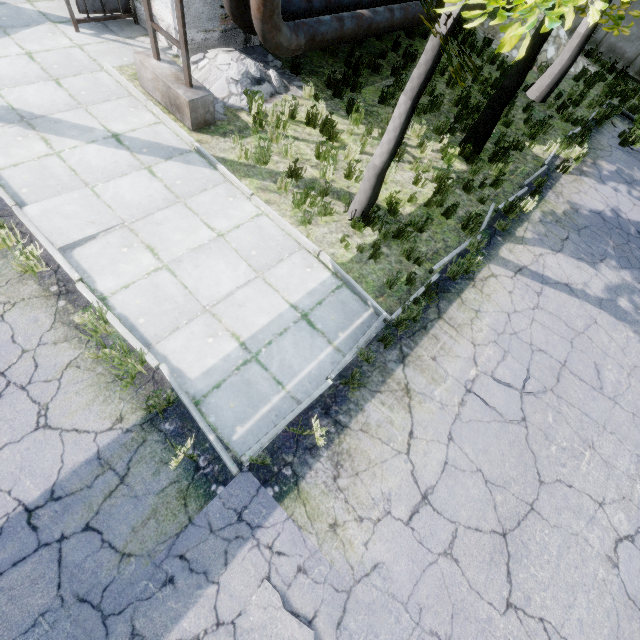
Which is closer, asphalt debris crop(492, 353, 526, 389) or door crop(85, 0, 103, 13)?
asphalt debris crop(492, 353, 526, 389)

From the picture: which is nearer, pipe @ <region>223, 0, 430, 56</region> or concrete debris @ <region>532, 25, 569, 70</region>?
pipe @ <region>223, 0, 430, 56</region>

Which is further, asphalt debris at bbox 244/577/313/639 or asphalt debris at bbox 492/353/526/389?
asphalt debris at bbox 492/353/526/389

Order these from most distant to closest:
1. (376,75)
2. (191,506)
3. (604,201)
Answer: (376,75) < (604,201) < (191,506)

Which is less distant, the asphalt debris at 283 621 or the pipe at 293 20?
the asphalt debris at 283 621

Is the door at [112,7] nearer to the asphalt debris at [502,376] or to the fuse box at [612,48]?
the asphalt debris at [502,376]

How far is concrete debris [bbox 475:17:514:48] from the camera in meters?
13.3
